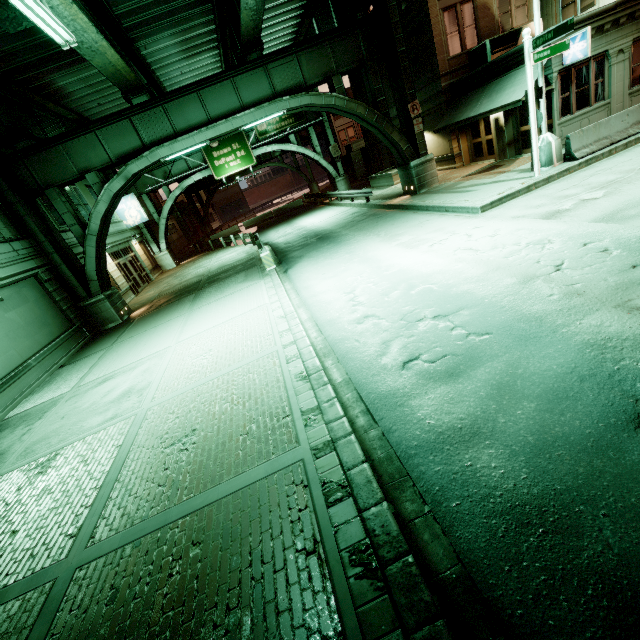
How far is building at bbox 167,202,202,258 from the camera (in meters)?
41.05

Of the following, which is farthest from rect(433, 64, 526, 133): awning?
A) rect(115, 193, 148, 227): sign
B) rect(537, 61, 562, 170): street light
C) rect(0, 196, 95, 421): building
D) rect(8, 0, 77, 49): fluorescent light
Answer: rect(115, 193, 148, 227): sign

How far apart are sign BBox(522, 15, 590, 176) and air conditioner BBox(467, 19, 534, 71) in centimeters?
743cm

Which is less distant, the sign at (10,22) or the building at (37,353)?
the sign at (10,22)

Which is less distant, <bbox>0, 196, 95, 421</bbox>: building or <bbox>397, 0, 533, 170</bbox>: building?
<bbox>0, 196, 95, 421</bbox>: building

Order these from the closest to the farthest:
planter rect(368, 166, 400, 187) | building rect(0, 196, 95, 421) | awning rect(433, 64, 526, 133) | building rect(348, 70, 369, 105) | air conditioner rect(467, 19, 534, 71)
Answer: building rect(0, 196, 95, 421)
awning rect(433, 64, 526, 133)
air conditioner rect(467, 19, 534, 71)
planter rect(368, 166, 400, 187)
building rect(348, 70, 369, 105)

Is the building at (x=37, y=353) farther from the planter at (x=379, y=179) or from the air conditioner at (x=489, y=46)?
the air conditioner at (x=489, y=46)

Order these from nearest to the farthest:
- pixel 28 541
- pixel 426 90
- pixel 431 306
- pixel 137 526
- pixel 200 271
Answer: pixel 137 526
pixel 28 541
pixel 431 306
pixel 426 90
pixel 200 271
